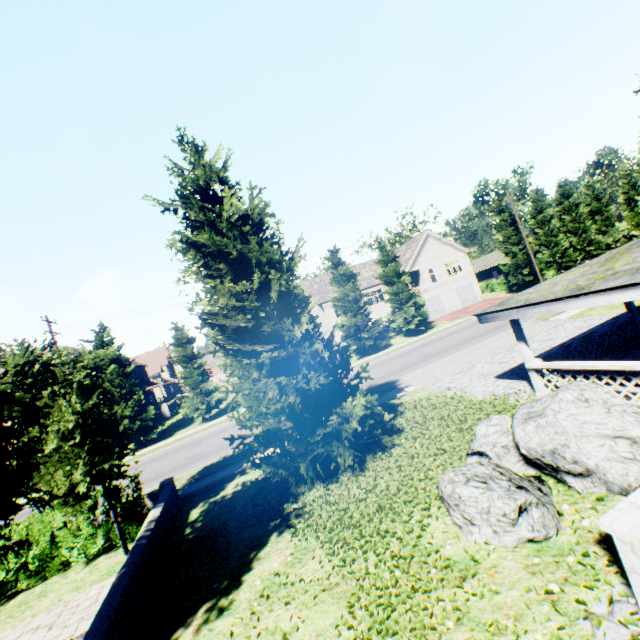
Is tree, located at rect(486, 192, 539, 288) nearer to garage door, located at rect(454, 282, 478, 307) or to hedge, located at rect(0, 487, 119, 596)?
garage door, located at rect(454, 282, 478, 307)

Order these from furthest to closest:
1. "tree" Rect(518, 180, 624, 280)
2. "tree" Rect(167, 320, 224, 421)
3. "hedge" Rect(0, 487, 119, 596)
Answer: "tree" Rect(518, 180, 624, 280) → "tree" Rect(167, 320, 224, 421) → "hedge" Rect(0, 487, 119, 596)

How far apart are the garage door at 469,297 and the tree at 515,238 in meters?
6.2 m

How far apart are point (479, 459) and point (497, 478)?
1.2 meters

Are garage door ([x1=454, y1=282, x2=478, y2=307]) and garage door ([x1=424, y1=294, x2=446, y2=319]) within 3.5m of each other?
yes

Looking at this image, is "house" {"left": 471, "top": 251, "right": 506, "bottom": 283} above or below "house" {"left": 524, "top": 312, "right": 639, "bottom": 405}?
above

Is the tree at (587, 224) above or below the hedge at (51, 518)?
above

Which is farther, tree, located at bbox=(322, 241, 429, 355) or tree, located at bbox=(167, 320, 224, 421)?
tree, located at bbox=(322, 241, 429, 355)
